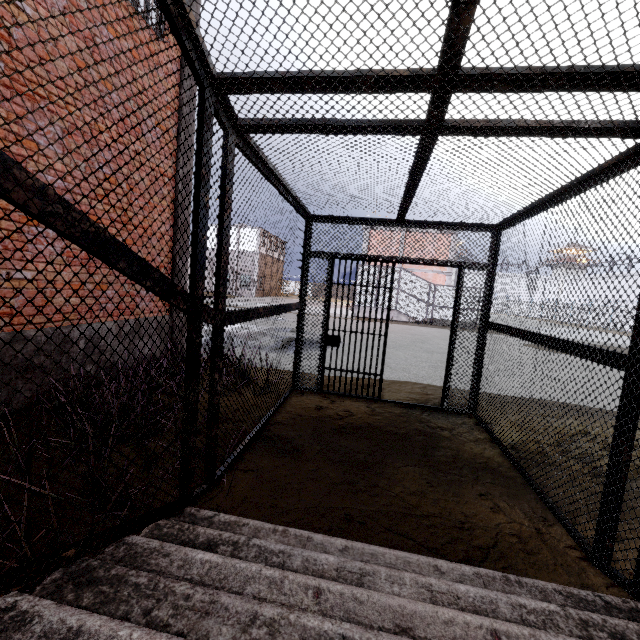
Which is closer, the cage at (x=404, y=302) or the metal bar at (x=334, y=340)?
the metal bar at (x=334, y=340)

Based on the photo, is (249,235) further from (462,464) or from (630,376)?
(630,376)

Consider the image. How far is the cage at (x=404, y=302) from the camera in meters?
22.4 m

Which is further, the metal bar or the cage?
the cage

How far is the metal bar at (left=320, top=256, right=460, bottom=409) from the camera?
5.3m

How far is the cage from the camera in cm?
2238
